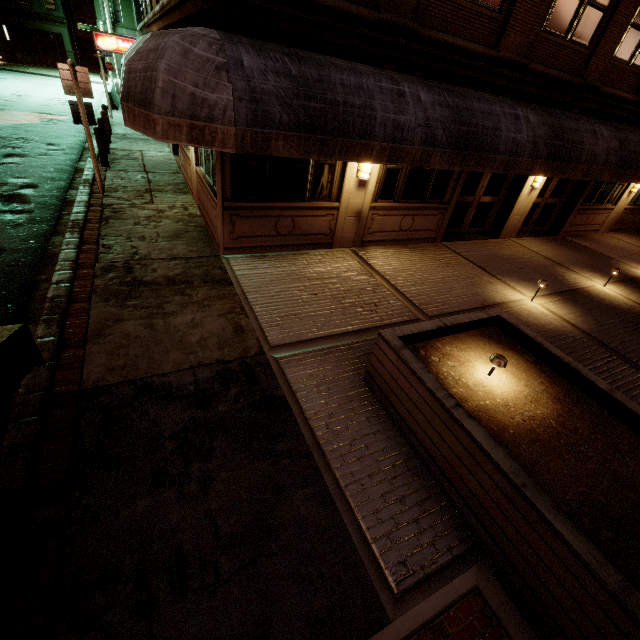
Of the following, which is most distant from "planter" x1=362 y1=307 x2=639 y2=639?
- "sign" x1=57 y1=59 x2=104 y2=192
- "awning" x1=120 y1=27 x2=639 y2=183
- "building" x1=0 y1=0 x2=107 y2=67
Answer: "building" x1=0 y1=0 x2=107 y2=67

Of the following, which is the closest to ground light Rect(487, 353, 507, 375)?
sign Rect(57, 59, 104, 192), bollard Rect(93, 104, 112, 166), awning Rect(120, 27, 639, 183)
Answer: awning Rect(120, 27, 639, 183)

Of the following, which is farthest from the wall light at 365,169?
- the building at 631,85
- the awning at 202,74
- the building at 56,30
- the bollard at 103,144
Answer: the building at 56,30

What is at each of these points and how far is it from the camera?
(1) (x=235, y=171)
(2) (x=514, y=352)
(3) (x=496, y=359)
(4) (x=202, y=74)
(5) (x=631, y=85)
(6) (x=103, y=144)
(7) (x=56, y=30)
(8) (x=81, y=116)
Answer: (1) building, 6.7m
(2) planter, 4.9m
(3) ground light, 4.1m
(4) awning, 4.6m
(5) building, 10.2m
(6) bollard, 11.2m
(7) building, 38.6m
(8) sign, 8.4m

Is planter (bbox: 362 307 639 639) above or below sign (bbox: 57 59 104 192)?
below

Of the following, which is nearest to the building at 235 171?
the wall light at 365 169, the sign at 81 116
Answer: the wall light at 365 169

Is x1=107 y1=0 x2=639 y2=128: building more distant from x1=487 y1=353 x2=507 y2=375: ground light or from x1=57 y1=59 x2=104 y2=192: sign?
x1=487 y1=353 x2=507 y2=375: ground light

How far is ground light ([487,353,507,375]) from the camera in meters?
4.1 m
